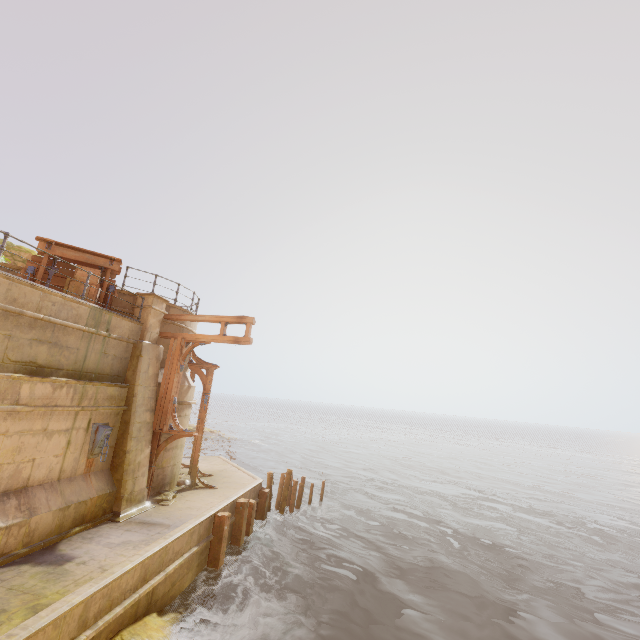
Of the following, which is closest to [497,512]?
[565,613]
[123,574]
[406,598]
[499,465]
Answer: [565,613]

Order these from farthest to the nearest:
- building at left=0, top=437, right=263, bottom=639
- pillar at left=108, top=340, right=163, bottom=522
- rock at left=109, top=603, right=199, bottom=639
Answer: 1. pillar at left=108, top=340, right=163, bottom=522
2. rock at left=109, top=603, right=199, bottom=639
3. building at left=0, top=437, right=263, bottom=639

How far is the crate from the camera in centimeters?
970cm

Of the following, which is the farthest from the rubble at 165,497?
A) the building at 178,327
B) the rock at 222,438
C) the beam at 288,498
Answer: the rock at 222,438

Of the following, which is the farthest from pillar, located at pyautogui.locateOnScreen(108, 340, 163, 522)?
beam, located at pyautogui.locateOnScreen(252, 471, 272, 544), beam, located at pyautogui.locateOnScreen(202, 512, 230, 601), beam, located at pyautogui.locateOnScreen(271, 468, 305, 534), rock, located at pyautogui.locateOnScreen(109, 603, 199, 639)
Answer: beam, located at pyautogui.locateOnScreen(271, 468, 305, 534)

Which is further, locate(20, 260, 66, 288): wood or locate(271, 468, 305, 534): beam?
locate(271, 468, 305, 534): beam

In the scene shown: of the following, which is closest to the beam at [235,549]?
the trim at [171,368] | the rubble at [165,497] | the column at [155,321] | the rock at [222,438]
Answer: the rubble at [165,497]

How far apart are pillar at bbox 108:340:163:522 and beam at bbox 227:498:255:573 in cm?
285
